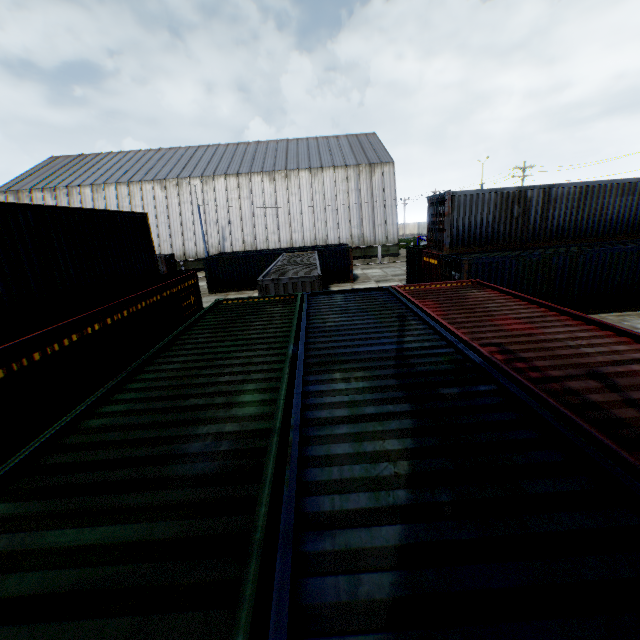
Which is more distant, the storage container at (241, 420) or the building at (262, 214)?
the building at (262, 214)

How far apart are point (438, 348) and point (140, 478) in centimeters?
427cm

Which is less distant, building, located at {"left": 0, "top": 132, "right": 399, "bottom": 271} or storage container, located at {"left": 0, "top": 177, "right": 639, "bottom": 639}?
storage container, located at {"left": 0, "top": 177, "right": 639, "bottom": 639}
